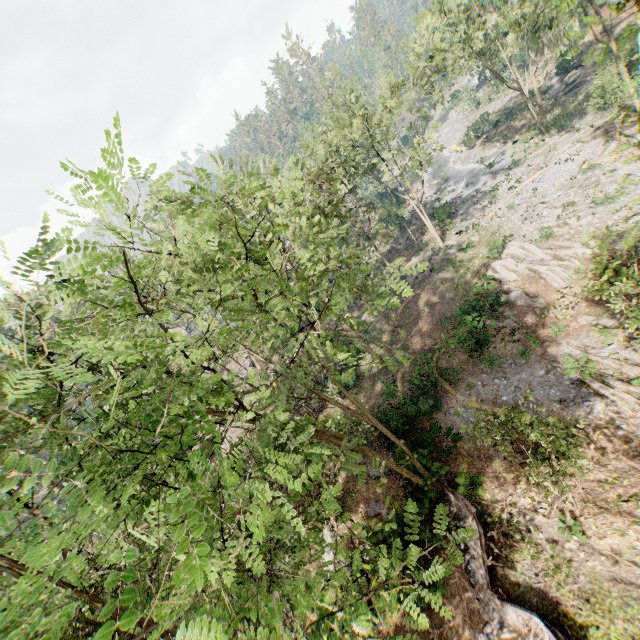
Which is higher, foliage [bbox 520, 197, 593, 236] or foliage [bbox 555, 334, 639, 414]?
foliage [bbox 520, 197, 593, 236]

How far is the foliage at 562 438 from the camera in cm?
1018

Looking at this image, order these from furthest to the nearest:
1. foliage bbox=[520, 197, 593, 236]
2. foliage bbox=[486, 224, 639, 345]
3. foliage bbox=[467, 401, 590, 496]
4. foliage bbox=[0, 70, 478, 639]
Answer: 1. foliage bbox=[520, 197, 593, 236]
2. foliage bbox=[486, 224, 639, 345]
3. foliage bbox=[467, 401, 590, 496]
4. foliage bbox=[0, 70, 478, 639]

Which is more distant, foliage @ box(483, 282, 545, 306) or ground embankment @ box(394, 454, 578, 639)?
foliage @ box(483, 282, 545, 306)

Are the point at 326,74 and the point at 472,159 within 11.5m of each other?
no

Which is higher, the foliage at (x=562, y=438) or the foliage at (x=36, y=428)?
the foliage at (x=36, y=428)

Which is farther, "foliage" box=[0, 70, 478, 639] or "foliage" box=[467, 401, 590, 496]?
"foliage" box=[467, 401, 590, 496]
